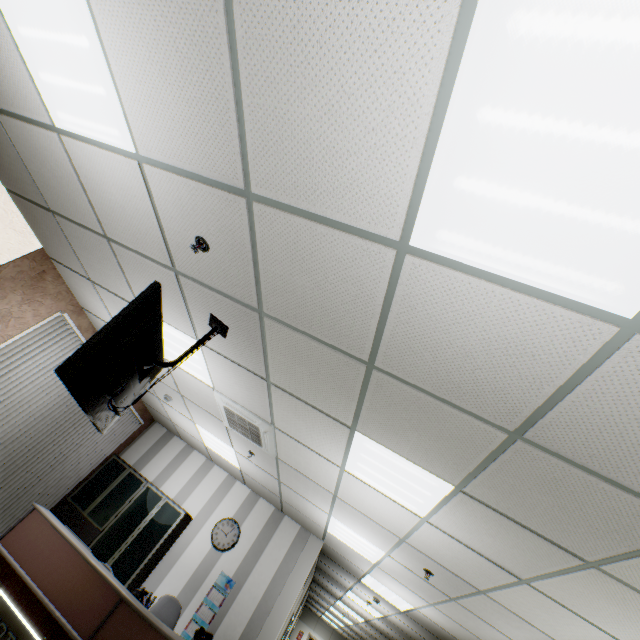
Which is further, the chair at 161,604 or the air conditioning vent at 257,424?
the chair at 161,604

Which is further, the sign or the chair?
the chair

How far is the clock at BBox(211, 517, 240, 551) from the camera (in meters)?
6.39

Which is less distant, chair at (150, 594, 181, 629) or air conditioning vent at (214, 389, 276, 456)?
air conditioning vent at (214, 389, 276, 456)

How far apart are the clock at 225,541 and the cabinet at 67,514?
0.5m

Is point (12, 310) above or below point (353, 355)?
below

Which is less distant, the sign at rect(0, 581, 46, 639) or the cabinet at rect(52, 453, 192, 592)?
the sign at rect(0, 581, 46, 639)

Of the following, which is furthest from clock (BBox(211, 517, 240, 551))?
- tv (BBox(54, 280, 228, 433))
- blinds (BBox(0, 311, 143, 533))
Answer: tv (BBox(54, 280, 228, 433))
